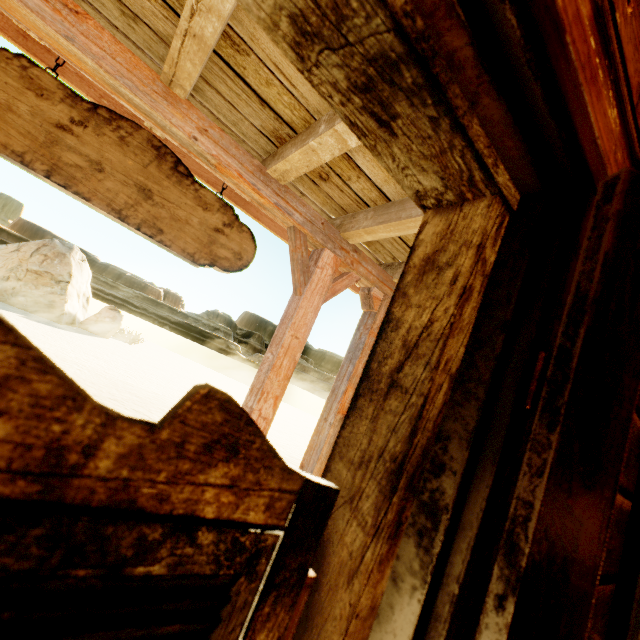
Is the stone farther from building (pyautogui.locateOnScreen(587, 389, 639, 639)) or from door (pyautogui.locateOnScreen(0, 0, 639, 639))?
door (pyautogui.locateOnScreen(0, 0, 639, 639))

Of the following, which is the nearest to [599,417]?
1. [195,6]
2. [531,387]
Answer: [531,387]

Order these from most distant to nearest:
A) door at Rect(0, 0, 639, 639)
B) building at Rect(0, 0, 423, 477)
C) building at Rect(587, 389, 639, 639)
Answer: building at Rect(0, 0, 423, 477) → building at Rect(587, 389, 639, 639) → door at Rect(0, 0, 639, 639)

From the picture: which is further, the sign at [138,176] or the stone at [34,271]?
the stone at [34,271]

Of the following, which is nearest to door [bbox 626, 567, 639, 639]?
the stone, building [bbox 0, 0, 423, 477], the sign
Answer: building [bbox 0, 0, 423, 477]

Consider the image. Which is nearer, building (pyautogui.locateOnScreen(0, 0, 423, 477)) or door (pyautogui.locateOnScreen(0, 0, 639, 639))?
door (pyautogui.locateOnScreen(0, 0, 639, 639))

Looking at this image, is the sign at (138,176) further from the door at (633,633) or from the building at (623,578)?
the door at (633,633)
